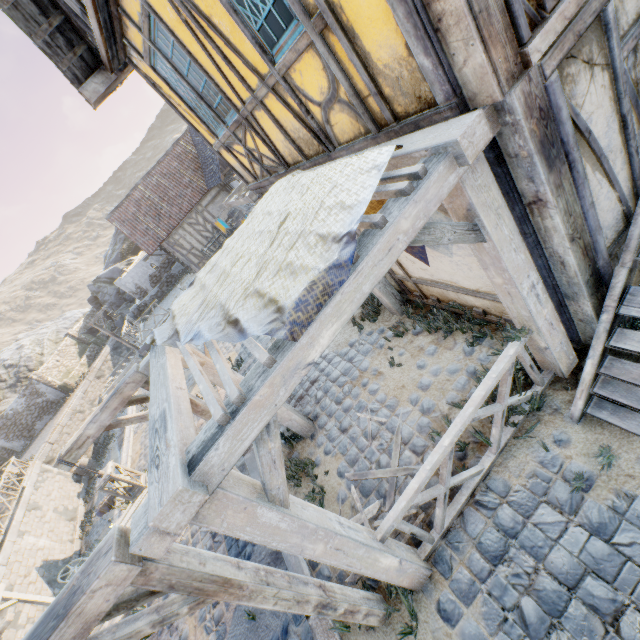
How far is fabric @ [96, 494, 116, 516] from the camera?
10.3 meters

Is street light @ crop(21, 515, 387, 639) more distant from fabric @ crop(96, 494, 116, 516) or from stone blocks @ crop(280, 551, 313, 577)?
fabric @ crop(96, 494, 116, 516)

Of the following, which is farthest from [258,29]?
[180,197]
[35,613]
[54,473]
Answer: [54,473]

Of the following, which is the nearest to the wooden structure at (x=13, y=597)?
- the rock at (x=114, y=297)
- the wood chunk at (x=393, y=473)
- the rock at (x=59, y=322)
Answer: the wood chunk at (x=393, y=473)

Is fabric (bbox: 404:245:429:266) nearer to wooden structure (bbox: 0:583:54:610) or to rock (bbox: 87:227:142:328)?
wooden structure (bbox: 0:583:54:610)

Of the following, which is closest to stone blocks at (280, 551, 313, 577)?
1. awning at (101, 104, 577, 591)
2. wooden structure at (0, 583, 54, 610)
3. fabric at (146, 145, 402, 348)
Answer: wooden structure at (0, 583, 54, 610)

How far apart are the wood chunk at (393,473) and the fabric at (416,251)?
2.18m

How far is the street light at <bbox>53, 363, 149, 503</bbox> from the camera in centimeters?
402cm
